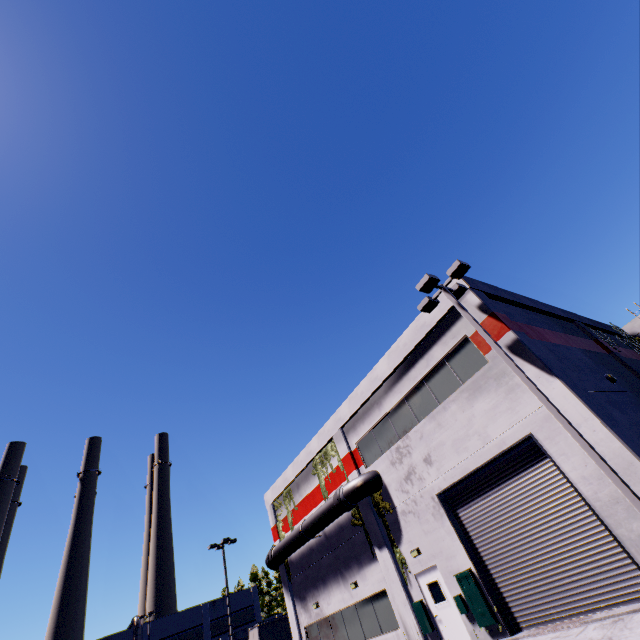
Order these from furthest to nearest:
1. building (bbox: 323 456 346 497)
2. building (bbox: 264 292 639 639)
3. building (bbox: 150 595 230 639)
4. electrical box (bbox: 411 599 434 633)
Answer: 1. building (bbox: 150 595 230 639)
2. building (bbox: 323 456 346 497)
3. electrical box (bbox: 411 599 434 633)
4. building (bbox: 264 292 639 639)

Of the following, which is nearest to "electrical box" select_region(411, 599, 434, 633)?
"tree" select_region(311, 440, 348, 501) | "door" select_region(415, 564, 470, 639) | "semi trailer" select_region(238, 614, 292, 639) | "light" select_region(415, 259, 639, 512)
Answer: "door" select_region(415, 564, 470, 639)

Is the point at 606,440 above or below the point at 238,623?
below

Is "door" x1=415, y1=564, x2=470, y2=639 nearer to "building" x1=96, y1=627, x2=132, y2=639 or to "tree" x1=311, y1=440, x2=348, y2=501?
"building" x1=96, y1=627, x2=132, y2=639

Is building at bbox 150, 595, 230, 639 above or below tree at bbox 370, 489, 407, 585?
above

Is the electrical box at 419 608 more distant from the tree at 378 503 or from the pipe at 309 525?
the pipe at 309 525

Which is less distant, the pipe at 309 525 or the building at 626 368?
the building at 626 368

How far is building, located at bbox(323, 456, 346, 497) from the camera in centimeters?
1882cm
